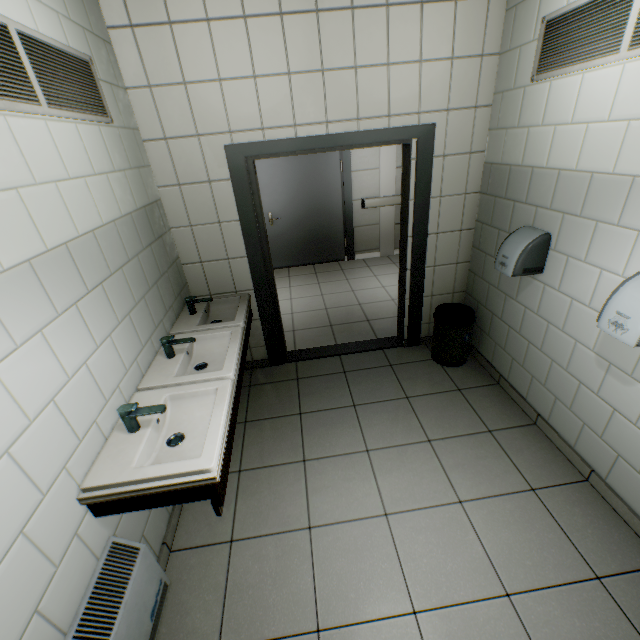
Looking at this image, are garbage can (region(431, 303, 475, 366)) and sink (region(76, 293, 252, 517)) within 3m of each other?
yes

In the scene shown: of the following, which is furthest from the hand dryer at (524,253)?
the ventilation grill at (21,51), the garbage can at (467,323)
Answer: the ventilation grill at (21,51)

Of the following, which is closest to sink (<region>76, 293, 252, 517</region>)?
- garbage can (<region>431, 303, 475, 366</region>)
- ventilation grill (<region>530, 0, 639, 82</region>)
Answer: garbage can (<region>431, 303, 475, 366</region>)

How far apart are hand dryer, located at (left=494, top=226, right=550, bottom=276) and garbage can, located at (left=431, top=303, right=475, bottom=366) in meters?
0.6 m

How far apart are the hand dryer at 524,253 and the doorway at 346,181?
3.86m

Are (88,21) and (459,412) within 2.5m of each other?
no

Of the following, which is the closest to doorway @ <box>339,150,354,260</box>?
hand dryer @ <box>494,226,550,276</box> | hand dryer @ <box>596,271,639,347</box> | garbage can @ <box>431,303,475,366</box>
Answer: garbage can @ <box>431,303,475,366</box>

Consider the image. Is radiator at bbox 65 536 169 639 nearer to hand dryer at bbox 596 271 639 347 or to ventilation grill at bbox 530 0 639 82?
hand dryer at bbox 596 271 639 347
